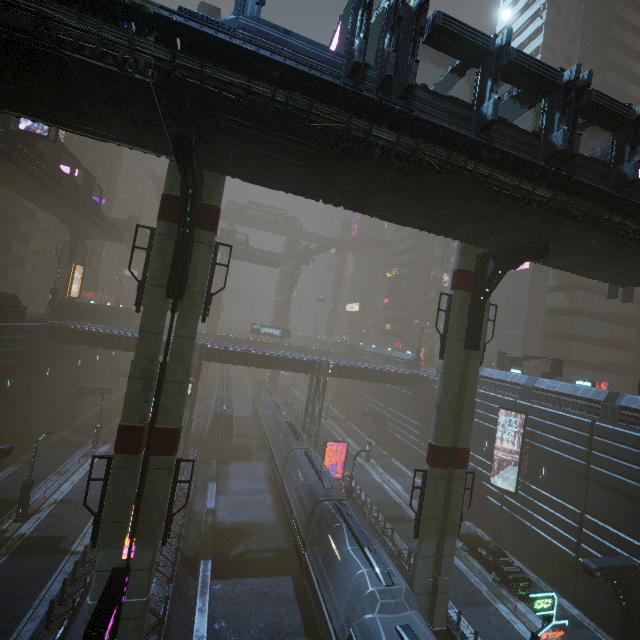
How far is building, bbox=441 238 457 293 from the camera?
57.38m

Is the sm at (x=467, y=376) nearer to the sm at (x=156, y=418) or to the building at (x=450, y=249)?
the building at (x=450, y=249)

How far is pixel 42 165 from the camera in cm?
2500

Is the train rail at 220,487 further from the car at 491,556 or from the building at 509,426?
the car at 491,556

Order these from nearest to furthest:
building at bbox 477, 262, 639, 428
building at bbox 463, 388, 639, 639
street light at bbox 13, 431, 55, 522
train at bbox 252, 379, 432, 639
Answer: train at bbox 252, 379, 432, 639
building at bbox 463, 388, 639, 639
street light at bbox 13, 431, 55, 522
building at bbox 477, 262, 639, 428

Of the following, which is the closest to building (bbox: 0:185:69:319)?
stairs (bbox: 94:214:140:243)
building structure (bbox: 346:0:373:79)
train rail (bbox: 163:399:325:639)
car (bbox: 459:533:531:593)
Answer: train rail (bbox: 163:399:325:639)

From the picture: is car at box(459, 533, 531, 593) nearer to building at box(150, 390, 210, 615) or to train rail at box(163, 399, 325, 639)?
building at box(150, 390, 210, 615)

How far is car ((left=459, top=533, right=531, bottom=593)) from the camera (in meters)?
21.06
